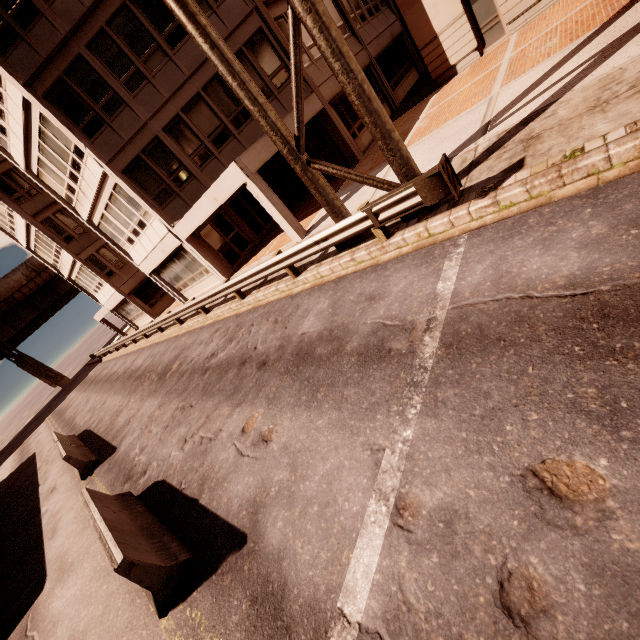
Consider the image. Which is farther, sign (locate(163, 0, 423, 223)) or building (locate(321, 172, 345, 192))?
building (locate(321, 172, 345, 192))

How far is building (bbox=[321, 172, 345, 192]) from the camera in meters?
15.6 m

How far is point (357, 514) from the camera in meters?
3.5

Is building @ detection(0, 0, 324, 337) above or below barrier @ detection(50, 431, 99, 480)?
above

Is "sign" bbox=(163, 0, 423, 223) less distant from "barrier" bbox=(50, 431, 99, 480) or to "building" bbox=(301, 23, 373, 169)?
"building" bbox=(301, 23, 373, 169)

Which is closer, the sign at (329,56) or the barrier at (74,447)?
the sign at (329,56)

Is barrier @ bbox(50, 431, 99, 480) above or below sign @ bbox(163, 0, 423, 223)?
below

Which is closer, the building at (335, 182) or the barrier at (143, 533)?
the barrier at (143, 533)
